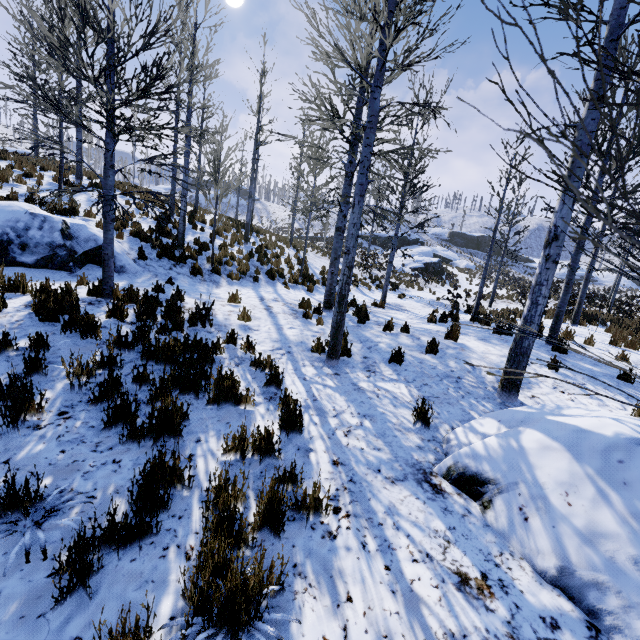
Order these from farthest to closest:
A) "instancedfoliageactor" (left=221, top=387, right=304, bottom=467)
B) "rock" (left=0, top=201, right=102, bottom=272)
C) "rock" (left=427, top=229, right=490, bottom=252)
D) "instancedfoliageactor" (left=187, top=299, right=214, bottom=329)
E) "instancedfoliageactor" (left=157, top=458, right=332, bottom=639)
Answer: "rock" (left=427, top=229, right=490, bottom=252), "rock" (left=0, top=201, right=102, bottom=272), "instancedfoliageactor" (left=187, top=299, right=214, bottom=329), "instancedfoliageactor" (left=221, top=387, right=304, bottom=467), "instancedfoliageactor" (left=157, top=458, right=332, bottom=639)

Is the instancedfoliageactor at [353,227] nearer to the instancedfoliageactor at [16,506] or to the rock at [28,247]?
the rock at [28,247]

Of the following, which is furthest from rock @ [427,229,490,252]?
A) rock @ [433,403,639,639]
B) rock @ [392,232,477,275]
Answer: rock @ [433,403,639,639]

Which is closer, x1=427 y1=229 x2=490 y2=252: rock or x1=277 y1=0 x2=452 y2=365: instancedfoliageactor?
x1=277 y1=0 x2=452 y2=365: instancedfoliageactor

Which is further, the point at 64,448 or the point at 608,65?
the point at 64,448

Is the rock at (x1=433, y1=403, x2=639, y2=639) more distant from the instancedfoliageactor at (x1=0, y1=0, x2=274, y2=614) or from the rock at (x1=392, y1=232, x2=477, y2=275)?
the rock at (x1=392, y1=232, x2=477, y2=275)

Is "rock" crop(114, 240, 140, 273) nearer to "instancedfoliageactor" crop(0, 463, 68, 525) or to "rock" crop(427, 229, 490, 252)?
"instancedfoliageactor" crop(0, 463, 68, 525)

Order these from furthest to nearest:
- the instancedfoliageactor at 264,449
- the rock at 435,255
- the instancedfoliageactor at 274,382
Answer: the rock at 435,255, the instancedfoliageactor at 274,382, the instancedfoliageactor at 264,449
